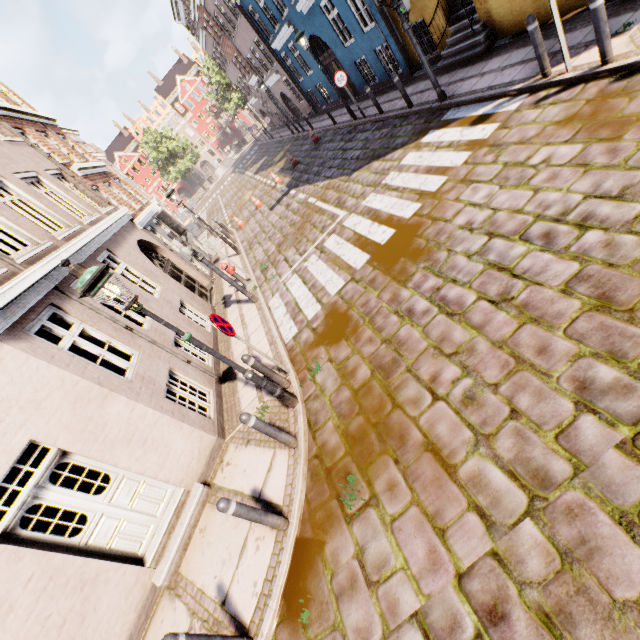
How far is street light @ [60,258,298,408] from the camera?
3.73m

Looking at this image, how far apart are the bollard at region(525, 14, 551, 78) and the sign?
7.60m

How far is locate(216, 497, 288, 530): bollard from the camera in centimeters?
381cm

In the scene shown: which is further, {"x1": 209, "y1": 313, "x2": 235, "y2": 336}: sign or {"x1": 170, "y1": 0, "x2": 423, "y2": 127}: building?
{"x1": 170, "y1": 0, "x2": 423, "y2": 127}: building

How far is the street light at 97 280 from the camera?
3.7m

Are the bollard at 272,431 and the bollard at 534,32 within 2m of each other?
no

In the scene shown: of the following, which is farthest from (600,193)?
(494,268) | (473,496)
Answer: (473,496)

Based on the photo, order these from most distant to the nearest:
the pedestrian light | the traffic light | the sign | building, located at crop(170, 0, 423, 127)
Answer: building, located at crop(170, 0, 423, 127)
the traffic light
the pedestrian light
the sign
